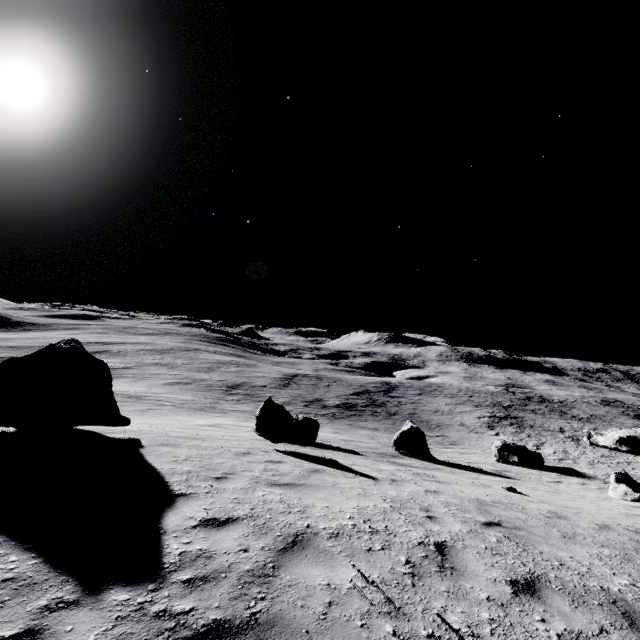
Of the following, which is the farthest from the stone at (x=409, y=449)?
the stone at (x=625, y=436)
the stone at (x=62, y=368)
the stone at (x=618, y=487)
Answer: the stone at (x=625, y=436)

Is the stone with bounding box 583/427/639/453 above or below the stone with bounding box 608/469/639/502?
below

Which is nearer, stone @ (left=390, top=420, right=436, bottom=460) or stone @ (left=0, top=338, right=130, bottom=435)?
stone @ (left=0, top=338, right=130, bottom=435)

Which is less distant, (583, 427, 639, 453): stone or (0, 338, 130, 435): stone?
(0, 338, 130, 435): stone

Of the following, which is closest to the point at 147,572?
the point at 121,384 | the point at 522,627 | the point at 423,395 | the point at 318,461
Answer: the point at 522,627

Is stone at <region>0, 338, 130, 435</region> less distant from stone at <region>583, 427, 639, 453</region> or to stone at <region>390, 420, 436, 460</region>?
stone at <region>390, 420, 436, 460</region>

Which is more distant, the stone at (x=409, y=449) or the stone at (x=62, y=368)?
the stone at (x=409, y=449)

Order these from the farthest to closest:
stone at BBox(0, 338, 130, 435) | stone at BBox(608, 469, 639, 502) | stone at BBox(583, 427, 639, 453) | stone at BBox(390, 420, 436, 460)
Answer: stone at BBox(583, 427, 639, 453), stone at BBox(390, 420, 436, 460), stone at BBox(608, 469, 639, 502), stone at BBox(0, 338, 130, 435)
